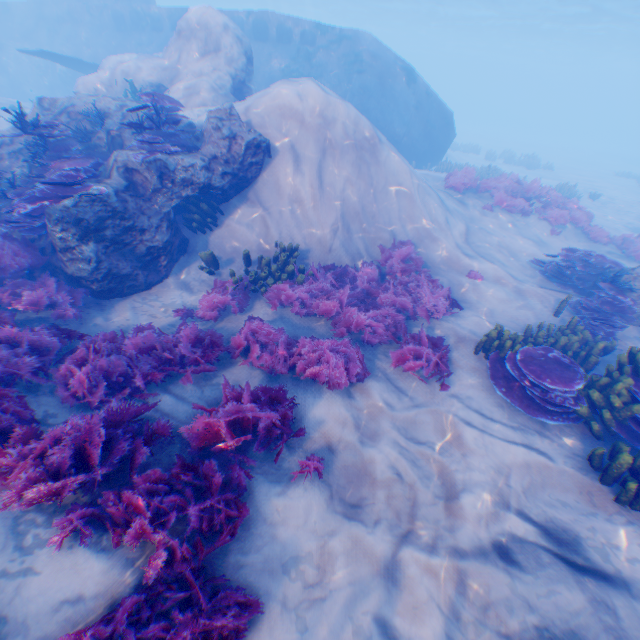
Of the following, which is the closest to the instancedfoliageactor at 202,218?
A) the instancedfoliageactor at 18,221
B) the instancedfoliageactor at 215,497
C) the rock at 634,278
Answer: the instancedfoliageactor at 18,221

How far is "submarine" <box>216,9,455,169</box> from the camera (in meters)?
16.61

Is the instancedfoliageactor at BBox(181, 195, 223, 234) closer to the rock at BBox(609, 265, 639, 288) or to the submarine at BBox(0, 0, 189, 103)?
the submarine at BBox(0, 0, 189, 103)

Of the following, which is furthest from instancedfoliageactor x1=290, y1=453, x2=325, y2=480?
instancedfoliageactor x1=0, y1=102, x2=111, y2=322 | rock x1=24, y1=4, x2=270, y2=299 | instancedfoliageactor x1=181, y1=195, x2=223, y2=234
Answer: instancedfoliageactor x1=181, y1=195, x2=223, y2=234

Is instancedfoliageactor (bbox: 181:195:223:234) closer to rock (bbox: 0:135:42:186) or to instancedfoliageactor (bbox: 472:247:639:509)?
rock (bbox: 0:135:42:186)

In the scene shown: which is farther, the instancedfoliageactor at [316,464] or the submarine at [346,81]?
the submarine at [346,81]

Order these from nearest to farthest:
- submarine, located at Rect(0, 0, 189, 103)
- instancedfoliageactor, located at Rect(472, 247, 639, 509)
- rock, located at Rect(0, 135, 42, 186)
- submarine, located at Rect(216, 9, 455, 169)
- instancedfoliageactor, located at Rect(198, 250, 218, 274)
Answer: instancedfoliageactor, located at Rect(472, 247, 639, 509)
rock, located at Rect(0, 135, 42, 186)
instancedfoliageactor, located at Rect(198, 250, 218, 274)
submarine, located at Rect(216, 9, 455, 169)
submarine, located at Rect(0, 0, 189, 103)

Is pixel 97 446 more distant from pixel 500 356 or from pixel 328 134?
pixel 328 134
